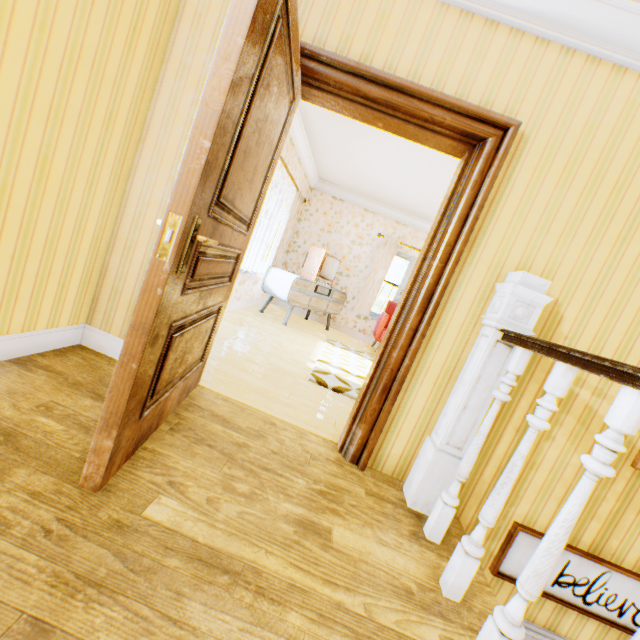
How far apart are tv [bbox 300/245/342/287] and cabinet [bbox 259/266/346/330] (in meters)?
0.07

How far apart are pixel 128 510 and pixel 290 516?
0.7m

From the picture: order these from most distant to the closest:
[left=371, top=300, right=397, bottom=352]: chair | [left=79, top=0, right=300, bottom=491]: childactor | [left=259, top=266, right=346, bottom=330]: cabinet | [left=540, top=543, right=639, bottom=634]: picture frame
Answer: [left=371, top=300, right=397, bottom=352]: chair < [left=259, top=266, right=346, bottom=330]: cabinet < [left=540, top=543, right=639, bottom=634]: picture frame < [left=79, top=0, right=300, bottom=491]: childactor

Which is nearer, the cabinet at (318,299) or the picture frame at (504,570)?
the picture frame at (504,570)

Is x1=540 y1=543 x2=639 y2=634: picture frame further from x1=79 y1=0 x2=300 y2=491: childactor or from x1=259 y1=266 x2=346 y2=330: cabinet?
x1=259 y1=266 x2=346 y2=330: cabinet

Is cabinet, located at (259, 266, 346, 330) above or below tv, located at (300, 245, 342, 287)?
below

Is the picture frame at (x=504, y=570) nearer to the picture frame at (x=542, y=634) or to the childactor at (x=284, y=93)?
the picture frame at (x=542, y=634)

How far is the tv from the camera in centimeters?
632cm
